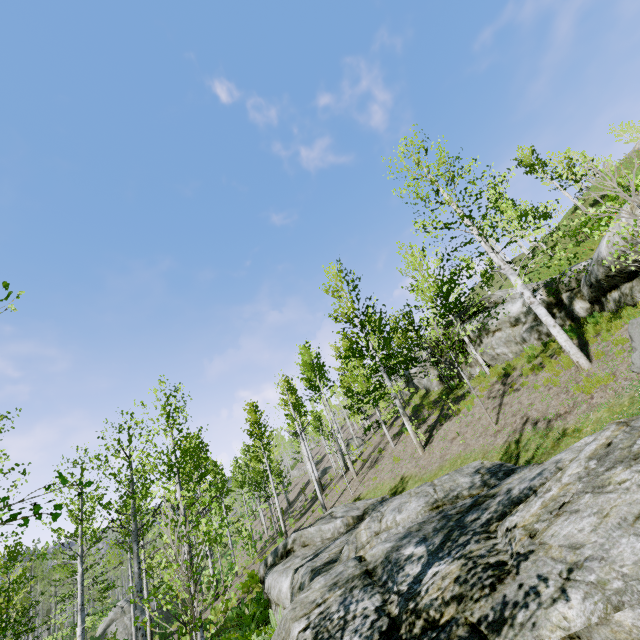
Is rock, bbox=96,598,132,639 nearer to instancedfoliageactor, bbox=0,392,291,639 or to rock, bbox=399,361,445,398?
instancedfoliageactor, bbox=0,392,291,639

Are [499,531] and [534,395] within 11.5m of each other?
yes

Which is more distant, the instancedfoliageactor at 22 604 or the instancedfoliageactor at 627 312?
the instancedfoliageactor at 627 312

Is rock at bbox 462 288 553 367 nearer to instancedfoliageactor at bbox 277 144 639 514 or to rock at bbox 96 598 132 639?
instancedfoliageactor at bbox 277 144 639 514

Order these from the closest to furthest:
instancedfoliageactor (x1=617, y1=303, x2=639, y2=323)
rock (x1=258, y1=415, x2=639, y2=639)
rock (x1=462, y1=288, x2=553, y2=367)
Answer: rock (x1=258, y1=415, x2=639, y2=639) < instancedfoliageactor (x1=617, y1=303, x2=639, y2=323) < rock (x1=462, y1=288, x2=553, y2=367)

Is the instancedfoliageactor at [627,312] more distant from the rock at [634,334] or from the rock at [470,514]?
the rock at [634,334]

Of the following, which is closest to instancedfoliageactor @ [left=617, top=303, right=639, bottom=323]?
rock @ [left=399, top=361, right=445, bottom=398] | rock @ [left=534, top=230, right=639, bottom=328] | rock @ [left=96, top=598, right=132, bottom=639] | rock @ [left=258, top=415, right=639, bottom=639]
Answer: rock @ [left=258, top=415, right=639, bottom=639]
